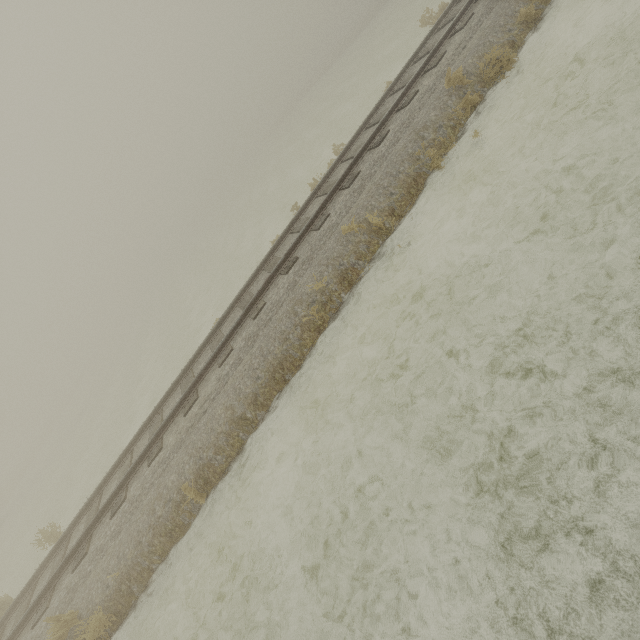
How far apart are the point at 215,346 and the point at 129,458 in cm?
395
